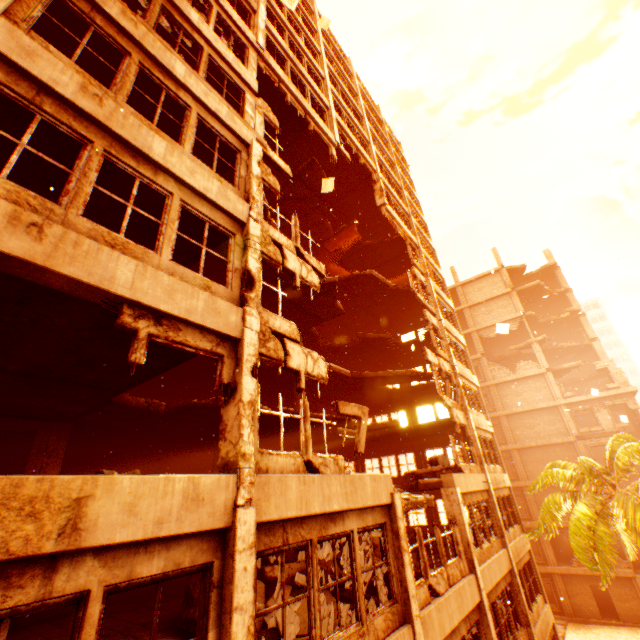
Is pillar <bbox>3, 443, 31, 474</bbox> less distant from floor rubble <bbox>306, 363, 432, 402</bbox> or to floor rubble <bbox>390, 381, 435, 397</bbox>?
floor rubble <bbox>306, 363, 432, 402</bbox>

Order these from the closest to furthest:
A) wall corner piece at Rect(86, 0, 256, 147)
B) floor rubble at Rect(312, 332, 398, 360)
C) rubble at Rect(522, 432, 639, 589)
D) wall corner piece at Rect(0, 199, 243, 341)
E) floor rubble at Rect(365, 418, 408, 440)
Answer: wall corner piece at Rect(0, 199, 243, 341) < wall corner piece at Rect(86, 0, 256, 147) < rubble at Rect(522, 432, 639, 589) < floor rubble at Rect(365, 418, 408, 440) < floor rubble at Rect(312, 332, 398, 360)

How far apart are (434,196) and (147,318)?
13.2m

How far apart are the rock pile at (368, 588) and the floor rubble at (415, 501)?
0.91m

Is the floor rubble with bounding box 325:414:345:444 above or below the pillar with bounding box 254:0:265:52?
below

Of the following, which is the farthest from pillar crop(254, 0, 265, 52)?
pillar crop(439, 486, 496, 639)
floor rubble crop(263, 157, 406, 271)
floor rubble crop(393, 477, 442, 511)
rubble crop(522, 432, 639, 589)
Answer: pillar crop(439, 486, 496, 639)

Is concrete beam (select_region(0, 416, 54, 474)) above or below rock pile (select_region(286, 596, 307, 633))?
above

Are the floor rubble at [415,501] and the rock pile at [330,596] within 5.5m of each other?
yes
